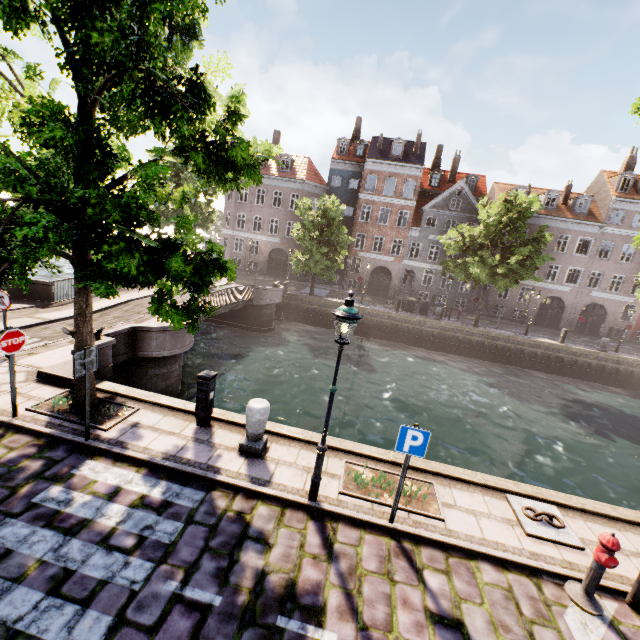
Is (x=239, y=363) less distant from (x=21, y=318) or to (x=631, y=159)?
(x=21, y=318)

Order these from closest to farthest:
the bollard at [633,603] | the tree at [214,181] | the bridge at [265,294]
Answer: the tree at [214,181]
the bollard at [633,603]
the bridge at [265,294]

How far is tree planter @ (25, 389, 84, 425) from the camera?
6.9 meters

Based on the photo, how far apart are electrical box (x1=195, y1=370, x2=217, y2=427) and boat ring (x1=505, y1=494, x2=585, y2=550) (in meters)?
6.77

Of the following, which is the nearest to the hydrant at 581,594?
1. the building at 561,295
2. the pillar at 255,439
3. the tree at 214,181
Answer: the tree at 214,181

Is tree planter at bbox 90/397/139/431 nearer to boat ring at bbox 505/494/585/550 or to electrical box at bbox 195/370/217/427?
electrical box at bbox 195/370/217/427

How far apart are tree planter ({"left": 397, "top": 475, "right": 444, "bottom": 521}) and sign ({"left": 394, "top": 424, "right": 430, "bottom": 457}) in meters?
1.4

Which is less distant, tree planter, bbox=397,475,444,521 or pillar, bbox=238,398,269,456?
tree planter, bbox=397,475,444,521
